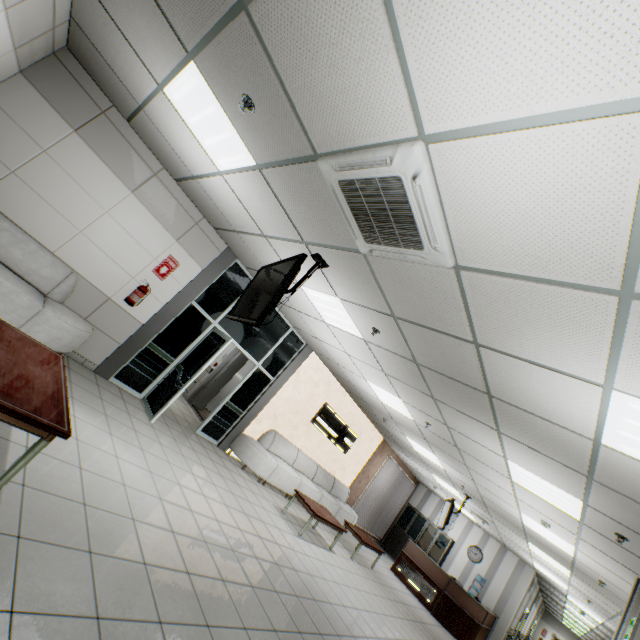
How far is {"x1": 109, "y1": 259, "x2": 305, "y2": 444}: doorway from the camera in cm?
601

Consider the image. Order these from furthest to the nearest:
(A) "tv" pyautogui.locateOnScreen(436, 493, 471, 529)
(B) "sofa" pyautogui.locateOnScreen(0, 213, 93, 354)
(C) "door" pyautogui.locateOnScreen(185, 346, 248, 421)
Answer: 1. (C) "door" pyautogui.locateOnScreen(185, 346, 248, 421)
2. (A) "tv" pyautogui.locateOnScreen(436, 493, 471, 529)
3. (B) "sofa" pyautogui.locateOnScreen(0, 213, 93, 354)

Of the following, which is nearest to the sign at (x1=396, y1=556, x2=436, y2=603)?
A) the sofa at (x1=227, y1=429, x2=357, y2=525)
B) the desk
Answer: the desk

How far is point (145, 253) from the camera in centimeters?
560cm

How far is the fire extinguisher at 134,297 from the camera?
5.50m

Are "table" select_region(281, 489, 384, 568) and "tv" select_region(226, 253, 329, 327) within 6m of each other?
yes

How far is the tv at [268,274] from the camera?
3.08m

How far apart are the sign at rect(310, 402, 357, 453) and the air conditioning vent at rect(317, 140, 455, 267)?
7.1 meters
